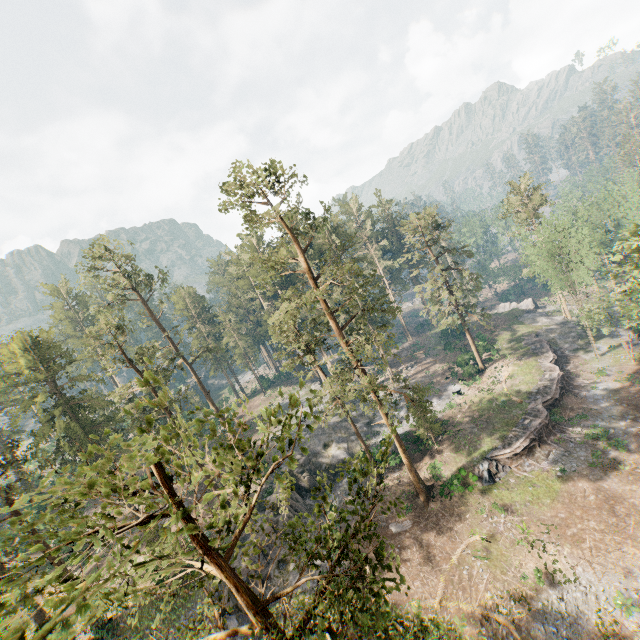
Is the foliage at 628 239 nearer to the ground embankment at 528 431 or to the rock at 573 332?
the rock at 573 332

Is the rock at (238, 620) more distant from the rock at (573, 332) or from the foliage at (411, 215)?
the rock at (573, 332)

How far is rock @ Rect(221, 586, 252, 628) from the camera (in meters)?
23.22

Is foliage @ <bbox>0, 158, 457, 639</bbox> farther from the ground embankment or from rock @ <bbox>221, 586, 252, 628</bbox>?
the ground embankment

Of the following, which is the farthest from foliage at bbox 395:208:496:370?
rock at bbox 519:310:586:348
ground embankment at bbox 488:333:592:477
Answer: ground embankment at bbox 488:333:592:477

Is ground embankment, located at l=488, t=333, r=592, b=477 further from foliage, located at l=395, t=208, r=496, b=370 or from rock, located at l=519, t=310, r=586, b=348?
foliage, located at l=395, t=208, r=496, b=370

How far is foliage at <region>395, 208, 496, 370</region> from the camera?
40.93m

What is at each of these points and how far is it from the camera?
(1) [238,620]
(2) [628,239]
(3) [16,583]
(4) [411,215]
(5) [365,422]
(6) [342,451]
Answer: (1) rock, 23.5m
(2) foliage, 23.5m
(3) foliage, 3.4m
(4) foliage, 43.2m
(5) rock, 45.2m
(6) rock, 40.1m
